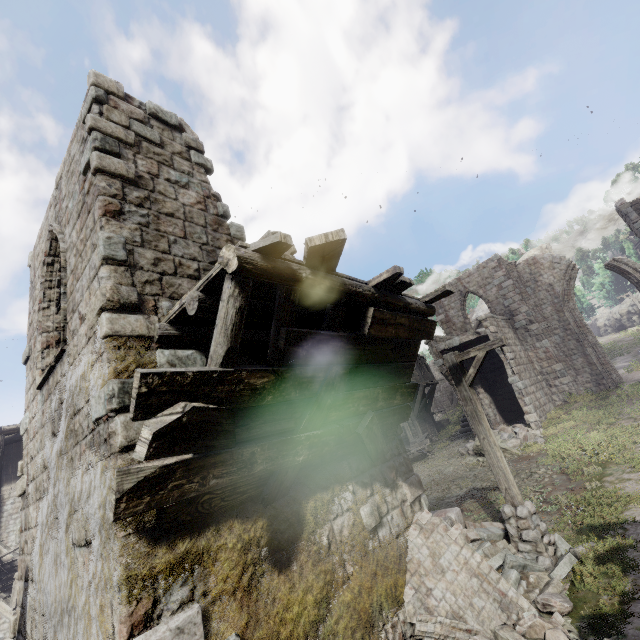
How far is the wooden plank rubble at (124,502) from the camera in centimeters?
315cm

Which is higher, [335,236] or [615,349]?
[335,236]

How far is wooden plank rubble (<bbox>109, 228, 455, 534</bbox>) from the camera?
3.2 meters

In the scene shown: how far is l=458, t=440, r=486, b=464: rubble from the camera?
15.6 meters

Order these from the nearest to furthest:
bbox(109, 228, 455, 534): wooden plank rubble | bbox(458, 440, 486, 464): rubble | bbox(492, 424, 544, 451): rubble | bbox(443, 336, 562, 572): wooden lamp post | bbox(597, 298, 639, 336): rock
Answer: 1. bbox(109, 228, 455, 534): wooden plank rubble
2. bbox(443, 336, 562, 572): wooden lamp post
3. bbox(492, 424, 544, 451): rubble
4. bbox(458, 440, 486, 464): rubble
5. bbox(597, 298, 639, 336): rock

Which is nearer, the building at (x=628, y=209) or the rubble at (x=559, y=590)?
the rubble at (x=559, y=590)

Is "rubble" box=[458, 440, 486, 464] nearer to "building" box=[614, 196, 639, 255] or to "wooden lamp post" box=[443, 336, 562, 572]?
"building" box=[614, 196, 639, 255]

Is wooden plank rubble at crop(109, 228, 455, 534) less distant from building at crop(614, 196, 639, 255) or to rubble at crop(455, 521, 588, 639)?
building at crop(614, 196, 639, 255)
